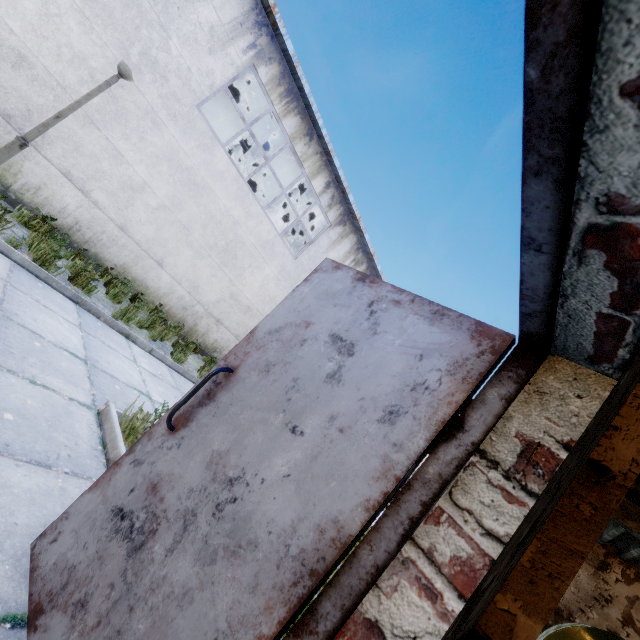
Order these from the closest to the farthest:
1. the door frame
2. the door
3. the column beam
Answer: the door frame < the door < the column beam

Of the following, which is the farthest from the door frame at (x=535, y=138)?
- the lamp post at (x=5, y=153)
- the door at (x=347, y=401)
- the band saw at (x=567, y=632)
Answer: the lamp post at (x=5, y=153)

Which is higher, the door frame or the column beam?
the column beam

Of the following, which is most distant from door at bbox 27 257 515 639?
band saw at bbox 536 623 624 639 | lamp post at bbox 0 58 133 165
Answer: lamp post at bbox 0 58 133 165

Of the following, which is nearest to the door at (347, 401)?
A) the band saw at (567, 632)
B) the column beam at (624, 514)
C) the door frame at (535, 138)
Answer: the door frame at (535, 138)

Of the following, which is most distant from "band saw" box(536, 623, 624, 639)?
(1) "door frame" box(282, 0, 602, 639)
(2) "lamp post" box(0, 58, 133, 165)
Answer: (2) "lamp post" box(0, 58, 133, 165)

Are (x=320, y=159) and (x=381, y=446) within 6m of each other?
no

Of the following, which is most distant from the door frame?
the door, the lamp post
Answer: the lamp post
